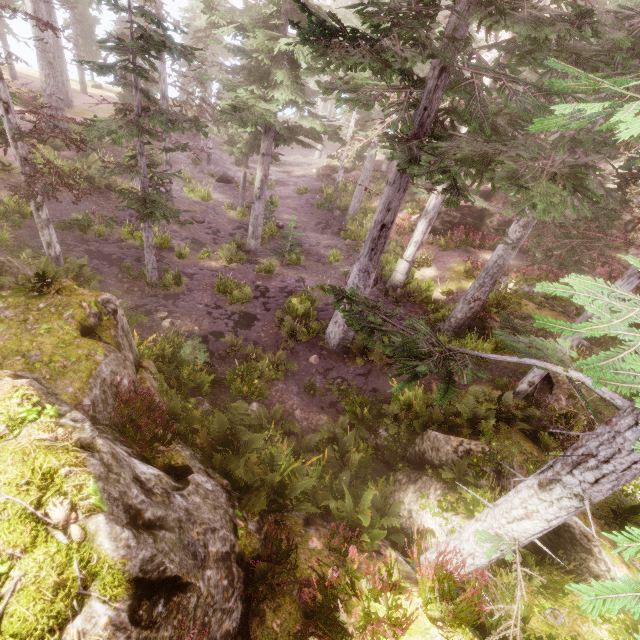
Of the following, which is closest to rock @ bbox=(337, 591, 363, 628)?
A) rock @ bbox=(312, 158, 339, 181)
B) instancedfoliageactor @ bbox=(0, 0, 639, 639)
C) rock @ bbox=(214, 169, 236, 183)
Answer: instancedfoliageactor @ bbox=(0, 0, 639, 639)

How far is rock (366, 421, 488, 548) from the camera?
7.6 meters

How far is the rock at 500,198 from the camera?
21.7 meters

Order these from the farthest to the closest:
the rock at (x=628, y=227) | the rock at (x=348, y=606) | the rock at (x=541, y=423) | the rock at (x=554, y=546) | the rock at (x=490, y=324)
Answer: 1. the rock at (x=628, y=227)
2. the rock at (x=490, y=324)
3. the rock at (x=541, y=423)
4. the rock at (x=554, y=546)
5. the rock at (x=348, y=606)

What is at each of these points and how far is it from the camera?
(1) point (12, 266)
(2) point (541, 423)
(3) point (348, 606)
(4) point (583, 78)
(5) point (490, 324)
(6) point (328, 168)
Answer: (1) rock, 8.5 meters
(2) rock, 10.6 meters
(3) rock, 4.8 meters
(4) instancedfoliageactor, 2.5 meters
(5) rock, 14.5 meters
(6) rock, 34.6 meters

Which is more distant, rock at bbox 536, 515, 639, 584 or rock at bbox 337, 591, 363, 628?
rock at bbox 536, 515, 639, 584
